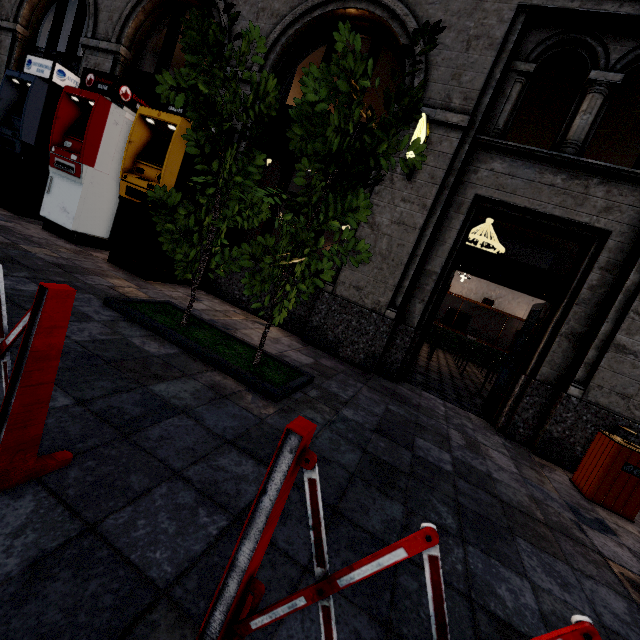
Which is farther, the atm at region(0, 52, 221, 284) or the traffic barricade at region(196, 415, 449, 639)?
the atm at region(0, 52, 221, 284)

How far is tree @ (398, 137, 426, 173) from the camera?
2.9m

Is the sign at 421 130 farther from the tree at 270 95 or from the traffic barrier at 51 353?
the traffic barrier at 51 353

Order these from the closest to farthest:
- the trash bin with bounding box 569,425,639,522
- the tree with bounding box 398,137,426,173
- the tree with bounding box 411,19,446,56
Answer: the tree with bounding box 411,19,446,56 → the tree with bounding box 398,137,426,173 → the trash bin with bounding box 569,425,639,522

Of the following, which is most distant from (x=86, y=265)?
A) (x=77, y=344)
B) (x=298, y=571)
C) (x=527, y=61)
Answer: (x=527, y=61)

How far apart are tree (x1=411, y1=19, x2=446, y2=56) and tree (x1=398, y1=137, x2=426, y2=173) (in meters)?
0.38

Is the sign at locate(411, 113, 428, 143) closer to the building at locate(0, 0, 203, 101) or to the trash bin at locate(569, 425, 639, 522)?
the building at locate(0, 0, 203, 101)

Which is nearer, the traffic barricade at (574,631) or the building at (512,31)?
the traffic barricade at (574,631)
